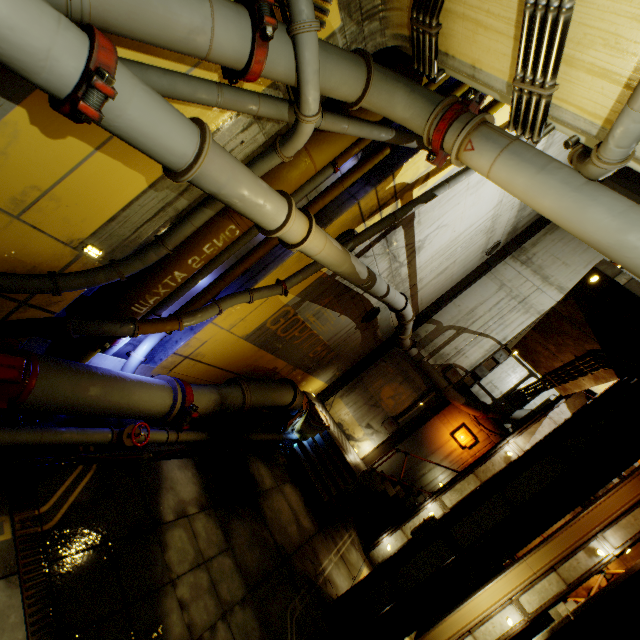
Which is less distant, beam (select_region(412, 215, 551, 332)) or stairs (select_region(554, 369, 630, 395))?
stairs (select_region(554, 369, 630, 395))

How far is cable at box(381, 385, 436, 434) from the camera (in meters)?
13.83

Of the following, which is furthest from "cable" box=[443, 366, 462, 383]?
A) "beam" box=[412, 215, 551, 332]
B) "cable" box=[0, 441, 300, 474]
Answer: "cable" box=[0, 441, 300, 474]

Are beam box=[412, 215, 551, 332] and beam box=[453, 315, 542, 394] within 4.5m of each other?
yes

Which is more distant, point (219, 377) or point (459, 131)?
point (219, 377)

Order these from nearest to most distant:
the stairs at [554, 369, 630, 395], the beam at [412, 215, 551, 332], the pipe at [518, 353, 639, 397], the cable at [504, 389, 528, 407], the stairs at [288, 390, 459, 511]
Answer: the pipe at [518, 353, 639, 397]
the stairs at [554, 369, 630, 395]
the stairs at [288, 390, 459, 511]
the cable at [504, 389, 528, 407]
the beam at [412, 215, 551, 332]

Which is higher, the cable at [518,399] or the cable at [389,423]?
the cable at [518,399]

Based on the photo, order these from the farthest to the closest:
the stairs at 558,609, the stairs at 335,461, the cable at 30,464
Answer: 1. the stairs at 335,461
2. the stairs at 558,609
3. the cable at 30,464
